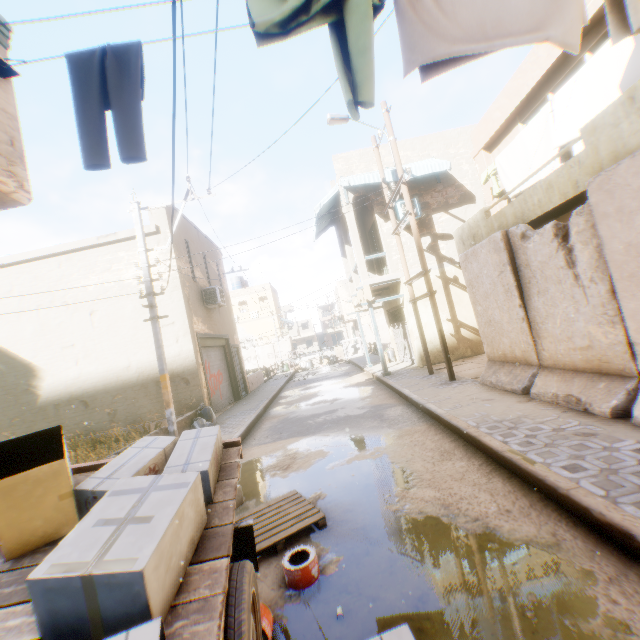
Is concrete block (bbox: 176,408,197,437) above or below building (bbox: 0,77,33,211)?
below

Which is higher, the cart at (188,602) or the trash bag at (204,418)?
the cart at (188,602)

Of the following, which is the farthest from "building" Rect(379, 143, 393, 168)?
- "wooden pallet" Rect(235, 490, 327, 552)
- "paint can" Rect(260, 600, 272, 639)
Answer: "paint can" Rect(260, 600, 272, 639)

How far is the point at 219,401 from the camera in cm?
1408

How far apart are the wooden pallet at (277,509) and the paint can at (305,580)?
0.3m

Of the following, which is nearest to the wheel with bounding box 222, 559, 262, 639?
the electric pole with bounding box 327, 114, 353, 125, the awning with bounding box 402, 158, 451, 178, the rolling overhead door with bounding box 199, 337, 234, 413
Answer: the rolling overhead door with bounding box 199, 337, 234, 413

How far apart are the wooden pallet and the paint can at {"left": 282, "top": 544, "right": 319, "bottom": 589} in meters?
0.3 m

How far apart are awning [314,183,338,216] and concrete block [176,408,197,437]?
2.6m
